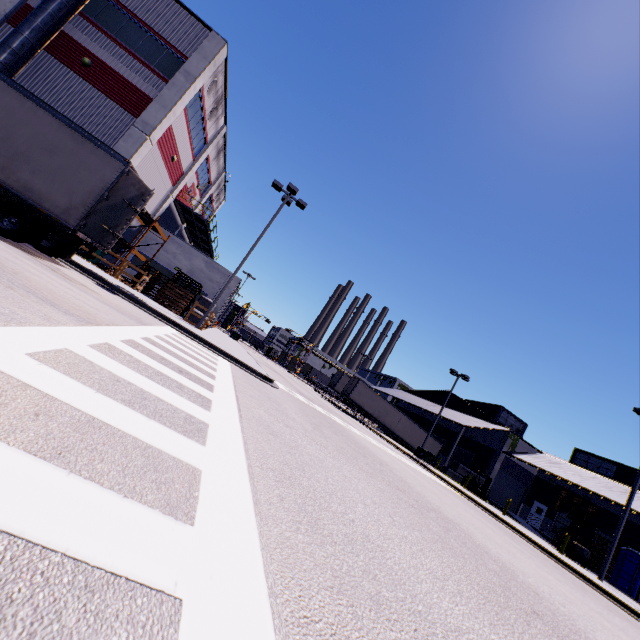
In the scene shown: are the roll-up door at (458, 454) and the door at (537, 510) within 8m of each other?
yes

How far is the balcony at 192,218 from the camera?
27.4 meters

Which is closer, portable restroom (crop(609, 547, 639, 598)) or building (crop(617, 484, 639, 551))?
portable restroom (crop(609, 547, 639, 598))

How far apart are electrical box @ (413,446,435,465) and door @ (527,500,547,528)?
14.6m

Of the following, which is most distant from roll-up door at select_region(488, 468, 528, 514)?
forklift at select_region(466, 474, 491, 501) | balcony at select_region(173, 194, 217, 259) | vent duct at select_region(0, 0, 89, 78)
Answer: balcony at select_region(173, 194, 217, 259)

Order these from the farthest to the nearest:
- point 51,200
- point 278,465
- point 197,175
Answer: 1. point 197,175
2. point 51,200
3. point 278,465

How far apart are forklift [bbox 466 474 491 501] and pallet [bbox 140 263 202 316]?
30.7 meters

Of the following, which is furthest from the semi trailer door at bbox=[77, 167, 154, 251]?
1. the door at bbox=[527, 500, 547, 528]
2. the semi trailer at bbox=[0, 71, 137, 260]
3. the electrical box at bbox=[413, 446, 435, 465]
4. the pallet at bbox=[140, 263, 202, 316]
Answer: the door at bbox=[527, 500, 547, 528]
